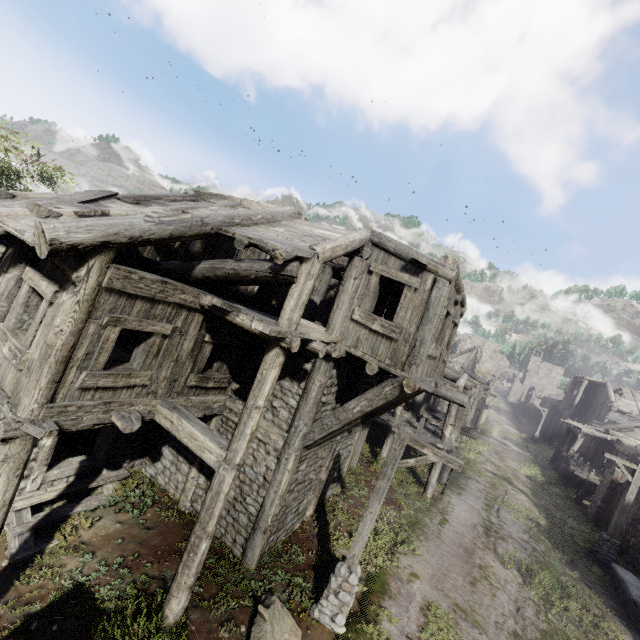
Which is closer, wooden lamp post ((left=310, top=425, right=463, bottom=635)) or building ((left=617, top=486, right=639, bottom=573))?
wooden lamp post ((left=310, top=425, right=463, bottom=635))

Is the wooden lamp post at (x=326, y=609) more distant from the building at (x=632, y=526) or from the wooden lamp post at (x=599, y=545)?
the wooden lamp post at (x=599, y=545)

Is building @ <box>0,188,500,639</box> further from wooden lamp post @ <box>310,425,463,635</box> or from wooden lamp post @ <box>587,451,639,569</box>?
wooden lamp post @ <box>587,451,639,569</box>

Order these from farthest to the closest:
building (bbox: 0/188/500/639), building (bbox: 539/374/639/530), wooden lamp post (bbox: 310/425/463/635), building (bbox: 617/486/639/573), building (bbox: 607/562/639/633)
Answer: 1. building (bbox: 539/374/639/530)
2. building (bbox: 617/486/639/573)
3. building (bbox: 607/562/639/633)
4. wooden lamp post (bbox: 310/425/463/635)
5. building (bbox: 0/188/500/639)

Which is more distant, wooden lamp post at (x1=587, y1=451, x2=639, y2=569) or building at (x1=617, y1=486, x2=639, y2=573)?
building at (x1=617, y1=486, x2=639, y2=573)

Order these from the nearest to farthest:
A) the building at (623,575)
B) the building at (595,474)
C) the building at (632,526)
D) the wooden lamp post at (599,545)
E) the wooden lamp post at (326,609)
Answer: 1. the wooden lamp post at (326,609)
2. the building at (623,575)
3. the wooden lamp post at (599,545)
4. the building at (632,526)
5. the building at (595,474)

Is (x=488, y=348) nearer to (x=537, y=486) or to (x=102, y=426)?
(x=537, y=486)

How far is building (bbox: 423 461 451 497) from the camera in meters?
14.7 m
